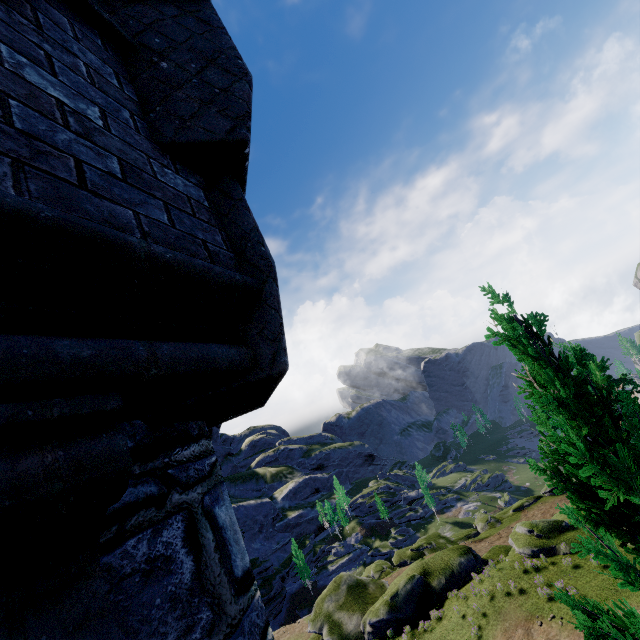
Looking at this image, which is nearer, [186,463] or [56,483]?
[56,483]
